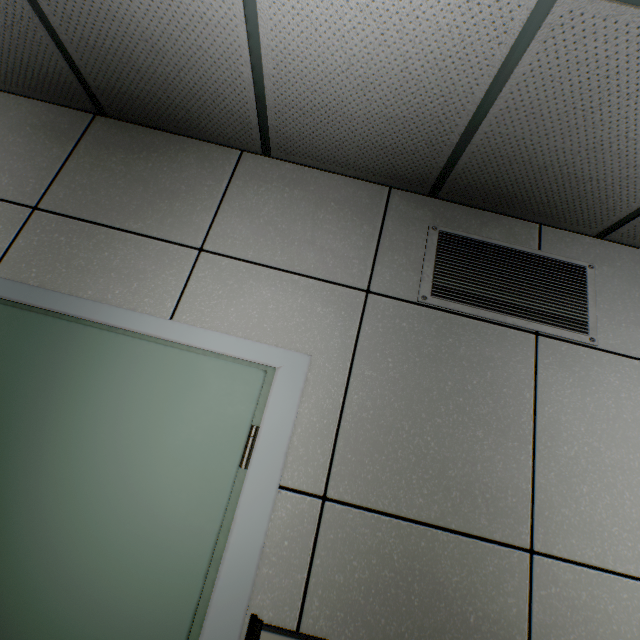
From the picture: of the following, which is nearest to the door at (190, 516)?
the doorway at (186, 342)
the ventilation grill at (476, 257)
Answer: the doorway at (186, 342)

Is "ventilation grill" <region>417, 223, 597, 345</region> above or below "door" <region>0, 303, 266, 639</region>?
above

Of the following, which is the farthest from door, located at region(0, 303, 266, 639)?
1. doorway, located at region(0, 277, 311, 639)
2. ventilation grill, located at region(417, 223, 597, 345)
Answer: ventilation grill, located at region(417, 223, 597, 345)

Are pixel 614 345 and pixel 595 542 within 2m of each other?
yes

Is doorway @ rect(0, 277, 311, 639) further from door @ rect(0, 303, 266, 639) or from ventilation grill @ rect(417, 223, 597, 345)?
ventilation grill @ rect(417, 223, 597, 345)

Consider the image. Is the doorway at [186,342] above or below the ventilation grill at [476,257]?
below

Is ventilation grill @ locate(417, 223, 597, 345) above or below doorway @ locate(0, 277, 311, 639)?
above
